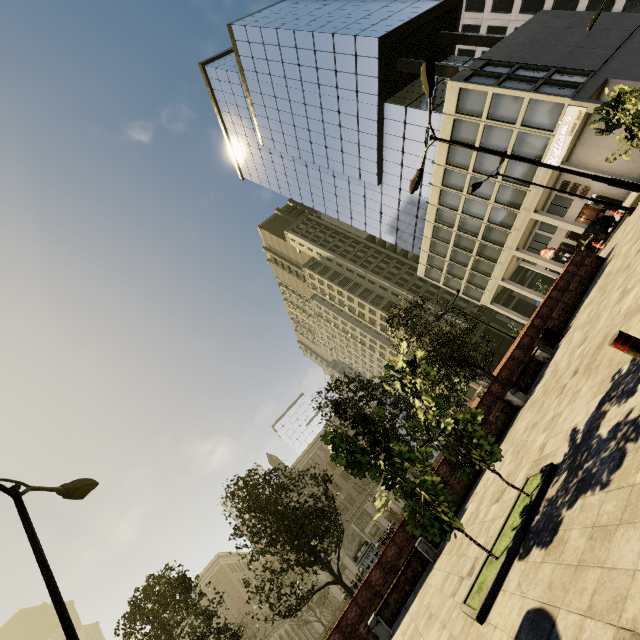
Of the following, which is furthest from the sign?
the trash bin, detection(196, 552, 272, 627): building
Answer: detection(196, 552, 272, 627): building

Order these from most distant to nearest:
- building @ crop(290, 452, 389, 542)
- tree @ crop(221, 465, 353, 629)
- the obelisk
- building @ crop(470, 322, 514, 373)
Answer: building @ crop(290, 452, 389, 542) → building @ crop(470, 322, 514, 373) → the obelisk → tree @ crop(221, 465, 353, 629)

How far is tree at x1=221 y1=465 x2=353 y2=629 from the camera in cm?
1254

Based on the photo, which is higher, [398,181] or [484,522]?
[398,181]

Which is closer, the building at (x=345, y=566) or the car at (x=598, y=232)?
the car at (x=598, y=232)

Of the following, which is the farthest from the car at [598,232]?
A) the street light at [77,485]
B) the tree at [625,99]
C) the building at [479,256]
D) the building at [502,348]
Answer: the street light at [77,485]

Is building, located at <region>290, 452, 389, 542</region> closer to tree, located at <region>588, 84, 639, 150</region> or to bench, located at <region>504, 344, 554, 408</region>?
tree, located at <region>588, 84, 639, 150</region>

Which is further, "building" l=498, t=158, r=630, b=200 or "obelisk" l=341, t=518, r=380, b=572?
"building" l=498, t=158, r=630, b=200
